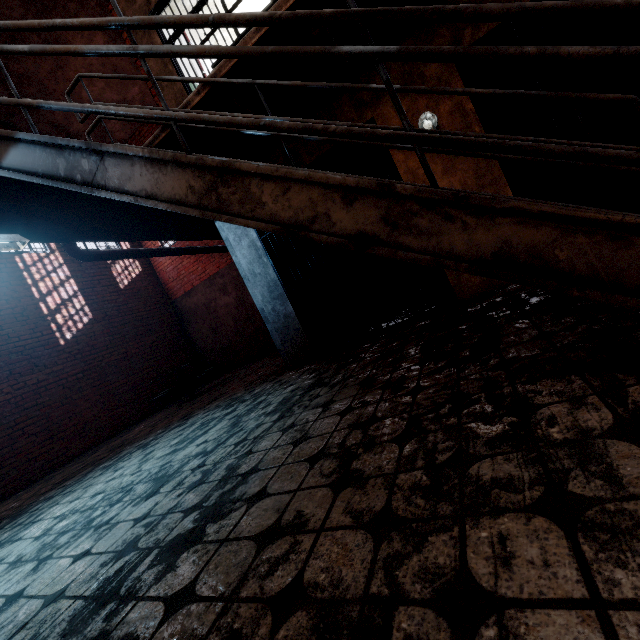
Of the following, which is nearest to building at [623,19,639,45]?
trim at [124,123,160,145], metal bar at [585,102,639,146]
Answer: metal bar at [585,102,639,146]

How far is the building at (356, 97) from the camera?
3.6 meters

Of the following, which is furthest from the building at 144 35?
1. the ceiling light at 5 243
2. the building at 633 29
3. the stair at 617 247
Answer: the ceiling light at 5 243

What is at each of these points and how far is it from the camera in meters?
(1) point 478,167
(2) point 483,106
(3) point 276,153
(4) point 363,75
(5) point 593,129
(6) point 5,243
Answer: (1) building, 3.4
(2) building, 6.2
(3) building, 4.2
(4) building, 3.6
(5) building, 5.7
(6) ceiling light, 3.2

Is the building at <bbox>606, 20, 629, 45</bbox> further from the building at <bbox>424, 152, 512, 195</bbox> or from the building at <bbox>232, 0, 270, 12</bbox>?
the building at <bbox>232, 0, 270, 12</bbox>

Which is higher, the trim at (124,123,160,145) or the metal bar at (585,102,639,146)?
the trim at (124,123,160,145)

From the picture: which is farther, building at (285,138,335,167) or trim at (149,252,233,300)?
trim at (149,252,233,300)

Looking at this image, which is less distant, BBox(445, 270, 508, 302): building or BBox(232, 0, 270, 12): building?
BBox(445, 270, 508, 302): building
